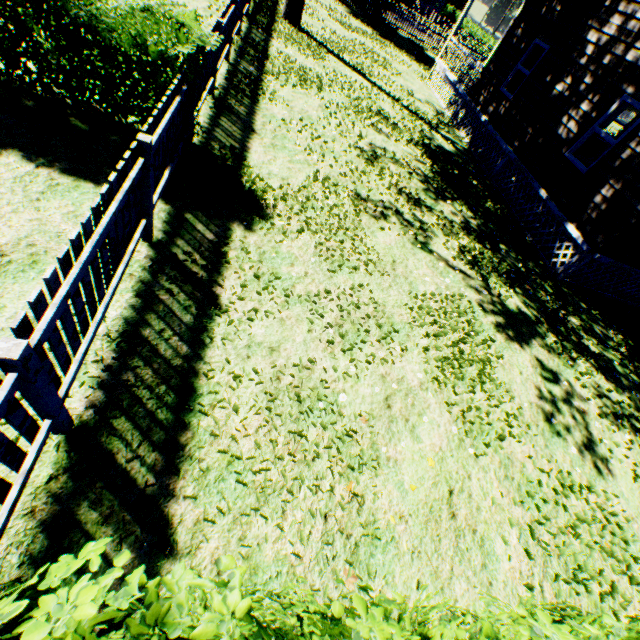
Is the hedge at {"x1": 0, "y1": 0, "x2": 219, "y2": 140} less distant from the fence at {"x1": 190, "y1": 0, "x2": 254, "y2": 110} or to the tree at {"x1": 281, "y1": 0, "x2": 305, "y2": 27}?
the fence at {"x1": 190, "y1": 0, "x2": 254, "y2": 110}

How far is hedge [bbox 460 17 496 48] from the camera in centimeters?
3919cm

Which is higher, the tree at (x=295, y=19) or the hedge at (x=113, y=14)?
the hedge at (x=113, y=14)

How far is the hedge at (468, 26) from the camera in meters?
39.2 m

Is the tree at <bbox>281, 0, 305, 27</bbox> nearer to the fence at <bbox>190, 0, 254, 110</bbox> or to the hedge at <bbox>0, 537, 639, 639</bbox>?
the fence at <bbox>190, 0, 254, 110</bbox>

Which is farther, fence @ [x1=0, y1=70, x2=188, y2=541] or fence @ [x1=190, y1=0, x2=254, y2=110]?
fence @ [x1=190, y1=0, x2=254, y2=110]

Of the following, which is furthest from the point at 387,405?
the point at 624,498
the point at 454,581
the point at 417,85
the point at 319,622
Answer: the point at 417,85

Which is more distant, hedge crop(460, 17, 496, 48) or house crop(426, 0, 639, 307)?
hedge crop(460, 17, 496, 48)
